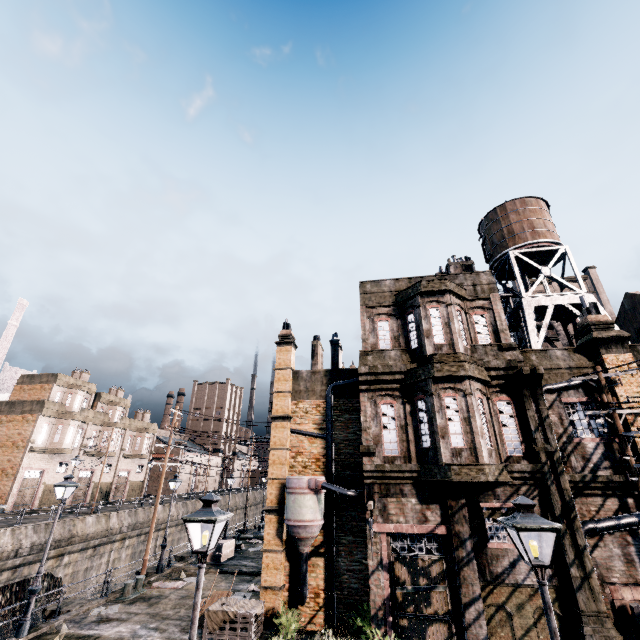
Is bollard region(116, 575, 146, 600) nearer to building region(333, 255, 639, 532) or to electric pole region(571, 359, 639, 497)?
building region(333, 255, 639, 532)

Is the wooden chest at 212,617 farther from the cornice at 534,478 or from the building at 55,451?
the building at 55,451

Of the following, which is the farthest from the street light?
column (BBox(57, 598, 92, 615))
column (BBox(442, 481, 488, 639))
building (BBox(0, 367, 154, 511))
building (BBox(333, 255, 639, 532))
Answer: building (BBox(0, 367, 154, 511))

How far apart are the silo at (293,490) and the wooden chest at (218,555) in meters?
13.0

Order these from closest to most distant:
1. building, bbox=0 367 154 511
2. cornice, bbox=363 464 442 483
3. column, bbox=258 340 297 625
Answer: cornice, bbox=363 464 442 483 < column, bbox=258 340 297 625 < building, bbox=0 367 154 511

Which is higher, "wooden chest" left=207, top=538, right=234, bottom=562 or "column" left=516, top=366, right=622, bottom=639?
"column" left=516, top=366, right=622, bottom=639

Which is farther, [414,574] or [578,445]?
[578,445]

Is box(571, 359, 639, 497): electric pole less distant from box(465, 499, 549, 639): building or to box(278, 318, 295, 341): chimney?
box(465, 499, 549, 639): building
